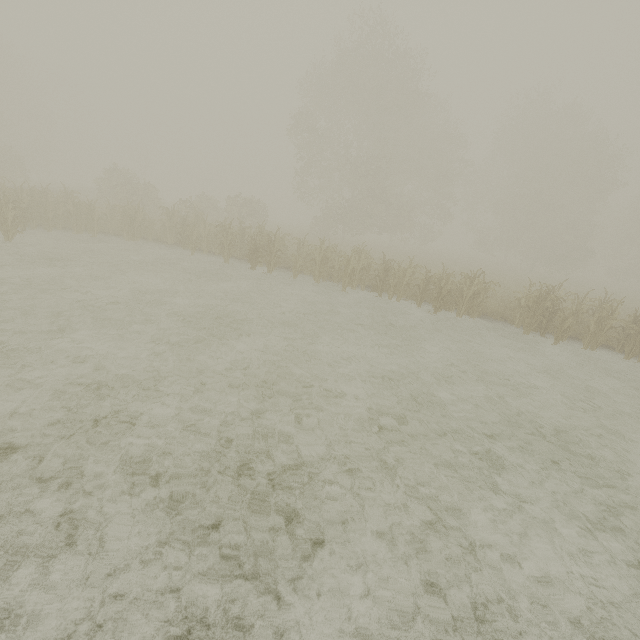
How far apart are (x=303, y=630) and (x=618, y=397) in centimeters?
962cm
